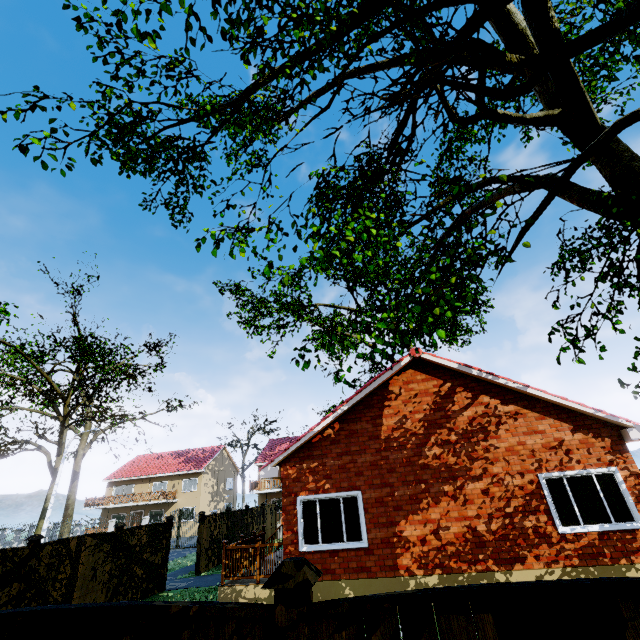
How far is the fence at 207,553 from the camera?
16.0 meters

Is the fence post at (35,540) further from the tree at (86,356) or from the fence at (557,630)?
the fence at (557,630)

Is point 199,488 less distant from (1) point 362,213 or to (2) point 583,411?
(2) point 583,411

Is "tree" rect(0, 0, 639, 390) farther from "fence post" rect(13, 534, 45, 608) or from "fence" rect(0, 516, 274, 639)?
"fence post" rect(13, 534, 45, 608)

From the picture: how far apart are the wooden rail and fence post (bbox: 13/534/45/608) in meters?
4.8

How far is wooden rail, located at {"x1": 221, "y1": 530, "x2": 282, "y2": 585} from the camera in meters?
9.4

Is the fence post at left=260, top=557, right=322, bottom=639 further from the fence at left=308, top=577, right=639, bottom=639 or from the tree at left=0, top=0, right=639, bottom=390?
the tree at left=0, top=0, right=639, bottom=390

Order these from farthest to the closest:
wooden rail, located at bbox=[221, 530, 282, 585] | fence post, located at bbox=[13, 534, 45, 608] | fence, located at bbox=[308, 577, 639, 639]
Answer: wooden rail, located at bbox=[221, 530, 282, 585]
fence post, located at bbox=[13, 534, 45, 608]
fence, located at bbox=[308, 577, 639, 639]
